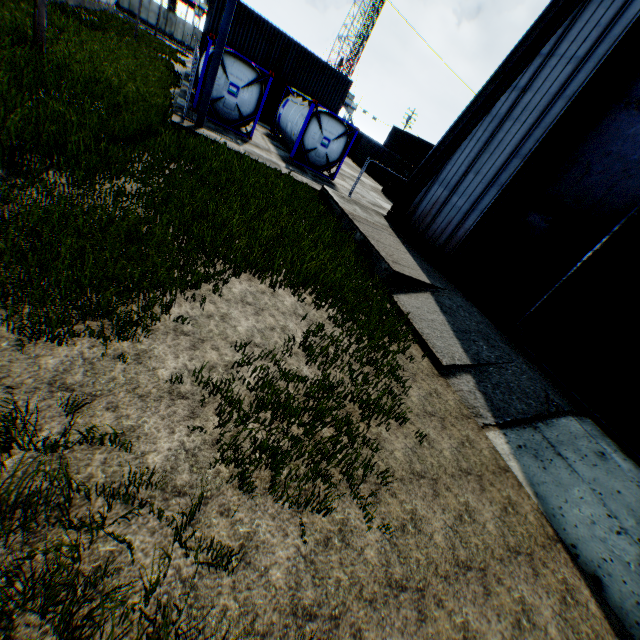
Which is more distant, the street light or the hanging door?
the street light

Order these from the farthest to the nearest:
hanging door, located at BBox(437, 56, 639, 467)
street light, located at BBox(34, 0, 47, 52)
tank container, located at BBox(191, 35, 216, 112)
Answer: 1. tank container, located at BBox(191, 35, 216, 112)
2. street light, located at BBox(34, 0, 47, 52)
3. hanging door, located at BBox(437, 56, 639, 467)

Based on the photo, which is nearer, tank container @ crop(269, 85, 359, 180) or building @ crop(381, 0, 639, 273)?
building @ crop(381, 0, 639, 273)

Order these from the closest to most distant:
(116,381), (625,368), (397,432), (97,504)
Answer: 1. (97,504)
2. (116,381)
3. (397,432)
4. (625,368)

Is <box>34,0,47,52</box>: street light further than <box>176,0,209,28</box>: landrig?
No

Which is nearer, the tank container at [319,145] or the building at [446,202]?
the building at [446,202]

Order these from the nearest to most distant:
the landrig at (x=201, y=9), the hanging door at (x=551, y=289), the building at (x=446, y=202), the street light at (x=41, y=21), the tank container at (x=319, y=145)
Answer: Result:
1. the hanging door at (x=551, y=289)
2. the building at (x=446, y=202)
3. the street light at (x=41, y=21)
4. the tank container at (x=319, y=145)
5. the landrig at (x=201, y=9)

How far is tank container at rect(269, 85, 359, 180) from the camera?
16.91m
